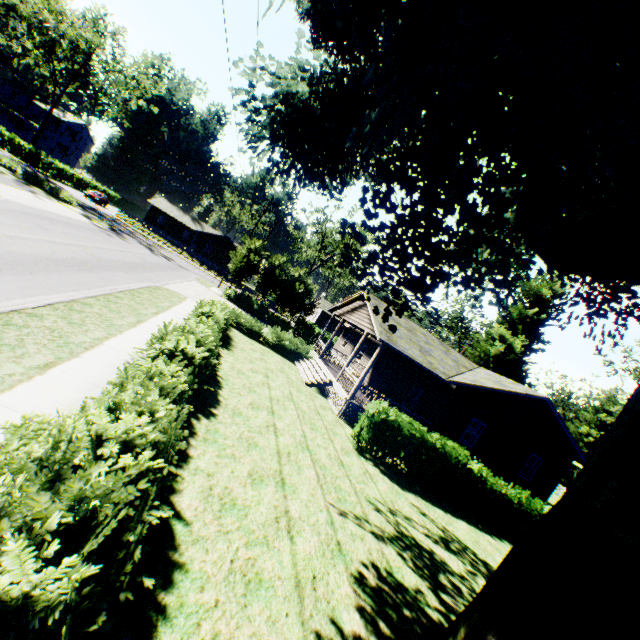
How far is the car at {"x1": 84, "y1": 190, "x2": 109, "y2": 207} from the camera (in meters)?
46.12

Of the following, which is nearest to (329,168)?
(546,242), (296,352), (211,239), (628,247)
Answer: (546,242)

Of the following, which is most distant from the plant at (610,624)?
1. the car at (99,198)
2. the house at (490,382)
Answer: the car at (99,198)

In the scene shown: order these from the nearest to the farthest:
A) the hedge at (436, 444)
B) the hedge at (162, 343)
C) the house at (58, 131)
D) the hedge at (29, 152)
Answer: the hedge at (162, 343) → the hedge at (436, 444) → the hedge at (29, 152) → the house at (58, 131)

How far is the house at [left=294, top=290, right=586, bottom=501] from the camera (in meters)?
17.16

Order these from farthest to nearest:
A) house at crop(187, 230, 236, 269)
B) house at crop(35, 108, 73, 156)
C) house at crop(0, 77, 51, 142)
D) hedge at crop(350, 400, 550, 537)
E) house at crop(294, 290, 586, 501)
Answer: house at crop(187, 230, 236, 269), house at crop(35, 108, 73, 156), house at crop(0, 77, 51, 142), house at crop(294, 290, 586, 501), hedge at crop(350, 400, 550, 537)

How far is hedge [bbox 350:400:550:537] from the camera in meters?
13.1 m

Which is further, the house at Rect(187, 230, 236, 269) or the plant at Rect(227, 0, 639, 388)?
the house at Rect(187, 230, 236, 269)
